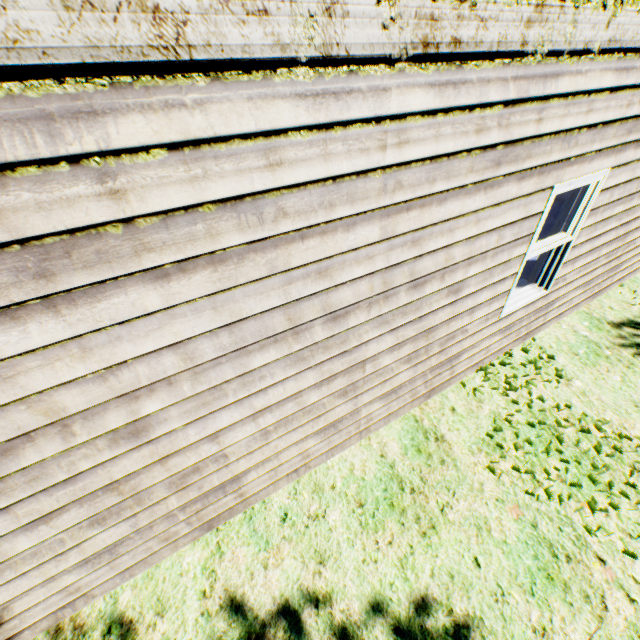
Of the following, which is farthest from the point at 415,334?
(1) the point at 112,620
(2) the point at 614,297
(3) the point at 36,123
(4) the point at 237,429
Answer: (2) the point at 614,297
